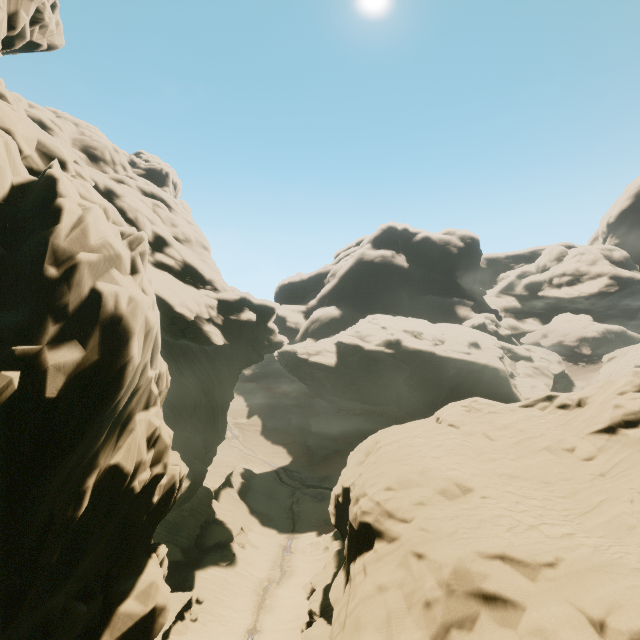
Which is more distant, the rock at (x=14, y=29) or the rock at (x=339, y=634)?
the rock at (x=14, y=29)

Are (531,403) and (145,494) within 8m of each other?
no

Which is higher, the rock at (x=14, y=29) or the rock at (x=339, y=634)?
the rock at (x=14, y=29)

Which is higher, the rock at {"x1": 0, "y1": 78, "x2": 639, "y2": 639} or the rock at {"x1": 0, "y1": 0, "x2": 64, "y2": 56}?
the rock at {"x1": 0, "y1": 0, "x2": 64, "y2": 56}

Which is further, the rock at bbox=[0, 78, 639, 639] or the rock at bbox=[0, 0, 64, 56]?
the rock at bbox=[0, 0, 64, 56]
